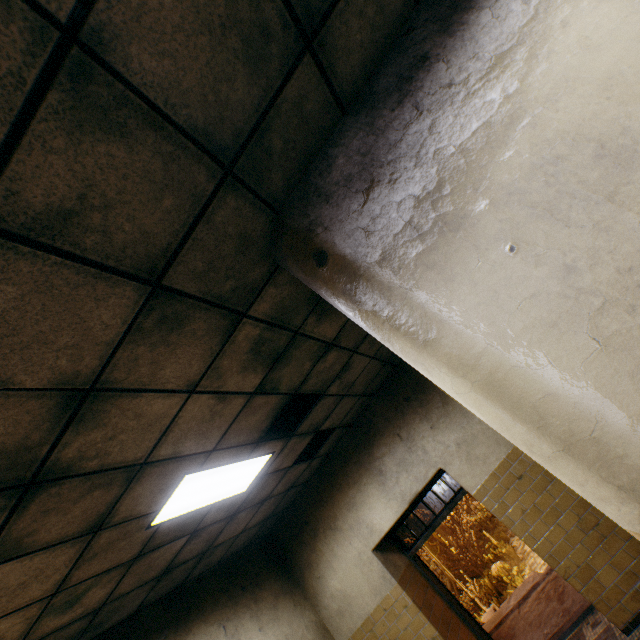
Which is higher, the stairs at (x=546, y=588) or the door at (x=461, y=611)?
the door at (x=461, y=611)

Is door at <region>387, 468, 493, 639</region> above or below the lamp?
below

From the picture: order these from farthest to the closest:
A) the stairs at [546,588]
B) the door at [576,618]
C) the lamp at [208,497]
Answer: the stairs at [546,588], the door at [576,618], the lamp at [208,497]

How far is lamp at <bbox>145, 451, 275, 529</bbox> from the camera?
2.9m

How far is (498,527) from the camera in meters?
16.8

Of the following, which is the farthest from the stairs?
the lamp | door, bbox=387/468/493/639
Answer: the lamp

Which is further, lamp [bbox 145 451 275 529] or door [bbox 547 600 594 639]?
door [bbox 547 600 594 639]
